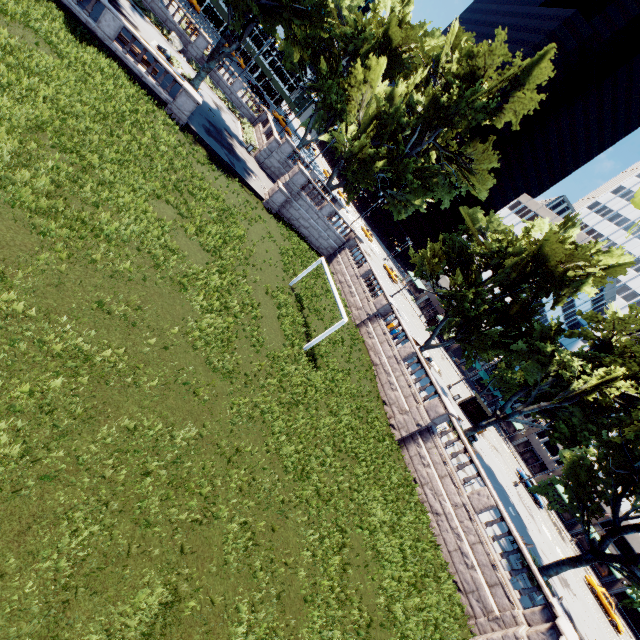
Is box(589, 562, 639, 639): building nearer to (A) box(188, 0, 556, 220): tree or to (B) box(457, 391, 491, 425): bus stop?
(A) box(188, 0, 556, 220): tree

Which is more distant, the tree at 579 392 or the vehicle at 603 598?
the vehicle at 603 598

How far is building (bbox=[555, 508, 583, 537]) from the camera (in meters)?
54.94

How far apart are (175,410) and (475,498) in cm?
1660

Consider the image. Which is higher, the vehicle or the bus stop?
the bus stop

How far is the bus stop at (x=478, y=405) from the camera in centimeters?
3688cm

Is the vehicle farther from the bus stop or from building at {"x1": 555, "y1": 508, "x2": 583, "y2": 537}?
the bus stop
